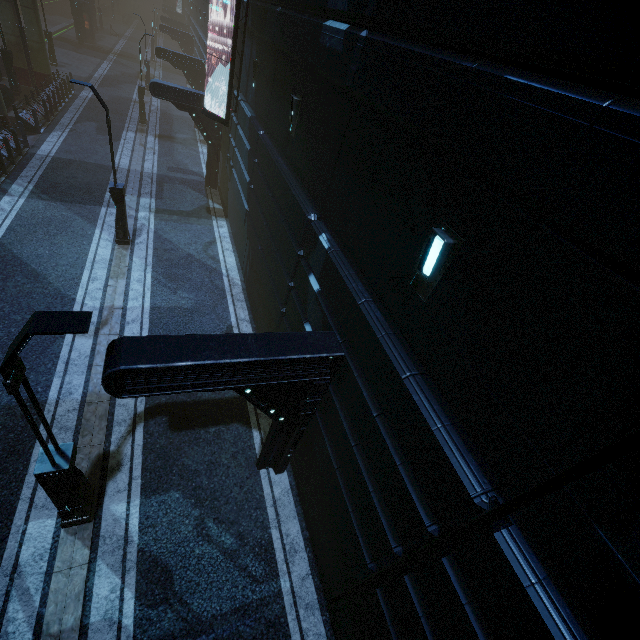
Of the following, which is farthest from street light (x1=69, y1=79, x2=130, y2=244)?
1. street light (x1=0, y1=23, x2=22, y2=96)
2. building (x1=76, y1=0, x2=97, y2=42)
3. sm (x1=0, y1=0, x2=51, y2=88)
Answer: street light (x1=0, y1=23, x2=22, y2=96)

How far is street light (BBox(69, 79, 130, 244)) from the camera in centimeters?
1027cm

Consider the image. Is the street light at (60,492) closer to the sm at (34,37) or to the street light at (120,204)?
the street light at (120,204)

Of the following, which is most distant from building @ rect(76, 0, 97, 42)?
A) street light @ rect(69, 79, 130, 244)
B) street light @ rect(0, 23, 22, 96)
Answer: street light @ rect(69, 79, 130, 244)

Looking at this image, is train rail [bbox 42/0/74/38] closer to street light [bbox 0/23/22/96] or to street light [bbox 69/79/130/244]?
street light [bbox 0/23/22/96]

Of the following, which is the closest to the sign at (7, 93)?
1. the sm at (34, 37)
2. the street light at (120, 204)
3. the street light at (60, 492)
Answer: the sm at (34, 37)

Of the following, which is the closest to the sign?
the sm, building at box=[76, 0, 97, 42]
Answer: building at box=[76, 0, 97, 42]

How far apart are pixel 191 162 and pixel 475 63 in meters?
23.4 m
